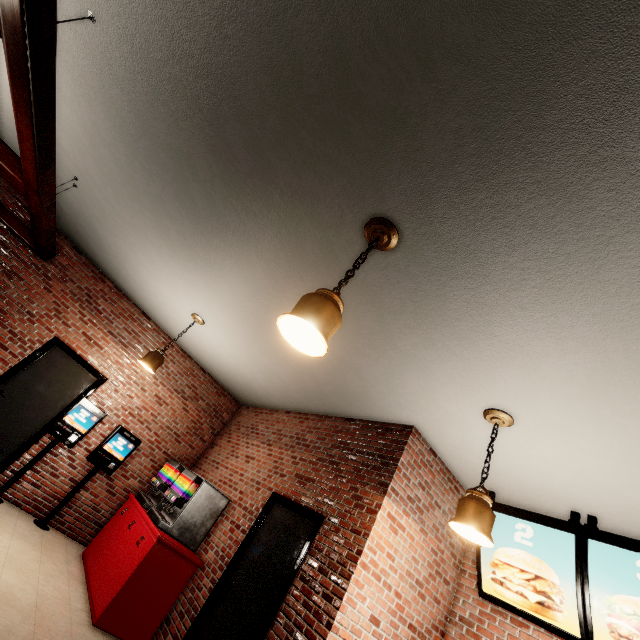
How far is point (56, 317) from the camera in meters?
5.7
